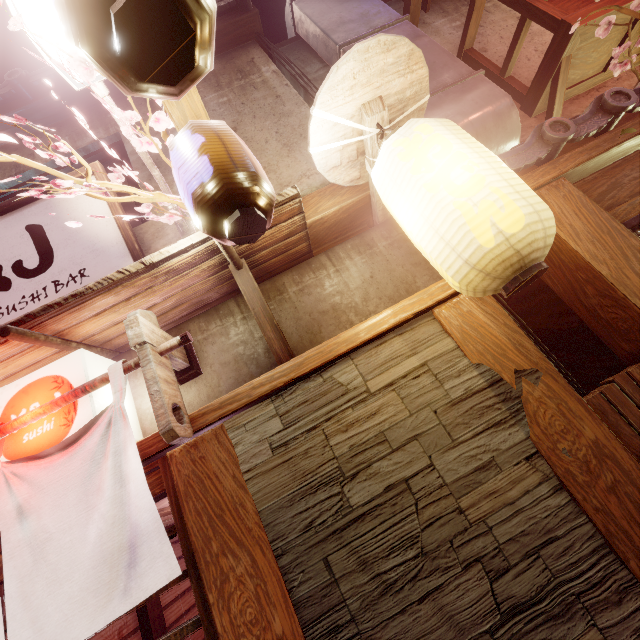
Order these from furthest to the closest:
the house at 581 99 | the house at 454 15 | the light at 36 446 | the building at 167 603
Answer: the building at 167 603 < the house at 454 15 < the house at 581 99 < the light at 36 446

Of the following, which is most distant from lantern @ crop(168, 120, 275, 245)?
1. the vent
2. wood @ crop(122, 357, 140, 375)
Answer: the vent

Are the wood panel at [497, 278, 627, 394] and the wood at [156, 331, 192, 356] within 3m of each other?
no

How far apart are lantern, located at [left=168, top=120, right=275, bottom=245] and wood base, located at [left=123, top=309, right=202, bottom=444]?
1.39m

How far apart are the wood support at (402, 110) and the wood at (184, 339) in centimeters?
273cm

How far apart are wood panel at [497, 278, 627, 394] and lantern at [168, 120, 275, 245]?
4.1 meters

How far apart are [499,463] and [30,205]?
7.9m

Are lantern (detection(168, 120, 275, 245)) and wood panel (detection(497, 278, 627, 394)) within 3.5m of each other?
no
